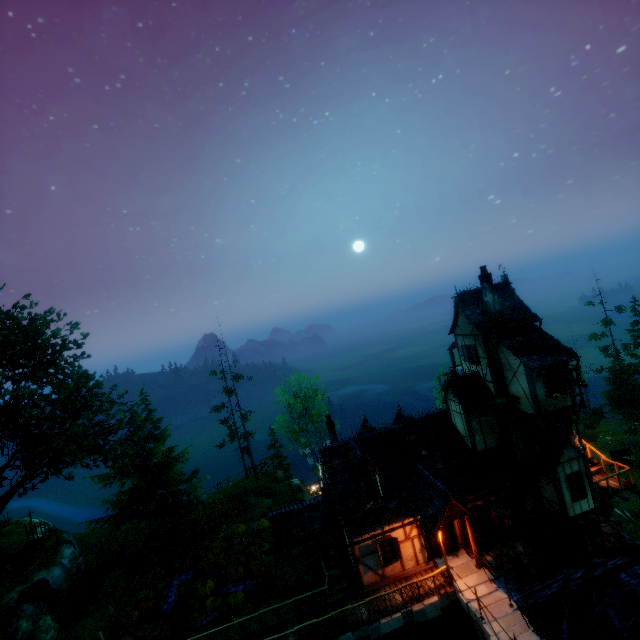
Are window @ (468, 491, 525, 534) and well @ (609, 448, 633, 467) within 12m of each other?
no

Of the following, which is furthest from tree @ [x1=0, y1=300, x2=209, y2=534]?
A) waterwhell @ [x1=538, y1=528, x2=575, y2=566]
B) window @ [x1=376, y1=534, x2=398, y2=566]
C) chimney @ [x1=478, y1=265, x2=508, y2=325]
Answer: chimney @ [x1=478, y1=265, x2=508, y2=325]

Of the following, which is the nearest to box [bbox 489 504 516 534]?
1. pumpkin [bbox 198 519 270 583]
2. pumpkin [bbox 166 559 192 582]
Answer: pumpkin [bbox 198 519 270 583]

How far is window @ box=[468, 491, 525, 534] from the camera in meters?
17.7

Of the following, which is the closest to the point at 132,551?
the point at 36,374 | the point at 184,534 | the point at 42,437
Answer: the point at 184,534

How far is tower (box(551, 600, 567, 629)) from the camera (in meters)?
18.19

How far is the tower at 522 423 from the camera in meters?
18.7 m

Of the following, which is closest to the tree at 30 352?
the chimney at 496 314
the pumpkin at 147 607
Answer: the pumpkin at 147 607
